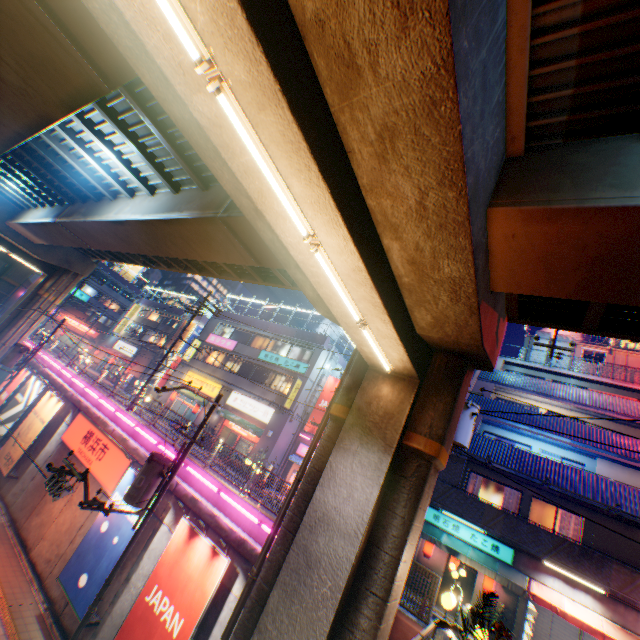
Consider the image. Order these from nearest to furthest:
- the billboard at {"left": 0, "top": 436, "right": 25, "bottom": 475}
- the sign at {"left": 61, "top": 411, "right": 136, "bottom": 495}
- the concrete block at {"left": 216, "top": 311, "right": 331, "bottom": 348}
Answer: the sign at {"left": 61, "top": 411, "right": 136, "bottom": 495} → the billboard at {"left": 0, "top": 436, "right": 25, "bottom": 475} → the concrete block at {"left": 216, "top": 311, "right": 331, "bottom": 348}

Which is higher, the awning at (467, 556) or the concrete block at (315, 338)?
the concrete block at (315, 338)

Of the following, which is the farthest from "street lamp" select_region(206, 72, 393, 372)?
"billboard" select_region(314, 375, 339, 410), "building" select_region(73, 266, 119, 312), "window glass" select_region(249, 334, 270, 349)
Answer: "building" select_region(73, 266, 119, 312)

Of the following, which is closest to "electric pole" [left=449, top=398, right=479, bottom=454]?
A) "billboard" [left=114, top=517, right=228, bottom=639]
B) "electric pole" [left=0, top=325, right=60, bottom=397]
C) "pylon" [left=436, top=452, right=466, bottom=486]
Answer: "billboard" [left=114, top=517, right=228, bottom=639]

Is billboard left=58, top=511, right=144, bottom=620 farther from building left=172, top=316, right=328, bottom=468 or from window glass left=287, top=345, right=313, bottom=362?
window glass left=287, top=345, right=313, bottom=362

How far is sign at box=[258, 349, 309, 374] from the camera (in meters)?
27.51

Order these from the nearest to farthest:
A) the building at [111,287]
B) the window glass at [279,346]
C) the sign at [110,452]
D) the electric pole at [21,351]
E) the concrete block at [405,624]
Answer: the concrete block at [405,624] < the sign at [110,452] < the electric pole at [21,351] < the window glass at [279,346] < the building at [111,287]

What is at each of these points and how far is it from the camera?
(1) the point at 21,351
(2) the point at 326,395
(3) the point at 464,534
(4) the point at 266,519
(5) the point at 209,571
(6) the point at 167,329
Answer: (1) electric pole, 21.78m
(2) billboard, 26.97m
(3) sign, 16.95m
(4) concrete block, 11.27m
(5) billboard, 10.13m
(6) building, 44.59m
